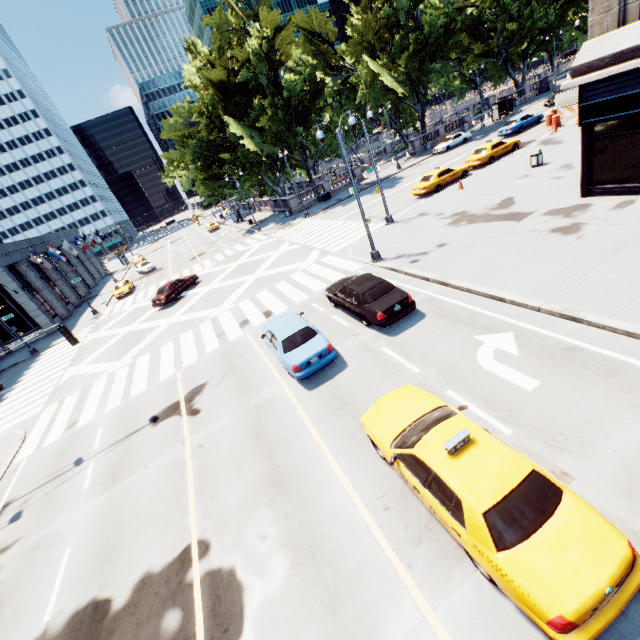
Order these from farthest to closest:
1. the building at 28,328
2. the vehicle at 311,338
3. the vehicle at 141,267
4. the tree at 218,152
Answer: the vehicle at 141,267, the tree at 218,152, the building at 28,328, the vehicle at 311,338

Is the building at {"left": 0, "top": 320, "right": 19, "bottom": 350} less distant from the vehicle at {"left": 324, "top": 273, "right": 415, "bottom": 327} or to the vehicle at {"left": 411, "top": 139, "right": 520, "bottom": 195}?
the vehicle at {"left": 324, "top": 273, "right": 415, "bottom": 327}

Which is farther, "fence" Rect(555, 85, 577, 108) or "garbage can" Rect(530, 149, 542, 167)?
"fence" Rect(555, 85, 577, 108)

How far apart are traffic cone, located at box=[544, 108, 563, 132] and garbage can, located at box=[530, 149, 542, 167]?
12.0 meters

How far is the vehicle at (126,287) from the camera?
37.59m

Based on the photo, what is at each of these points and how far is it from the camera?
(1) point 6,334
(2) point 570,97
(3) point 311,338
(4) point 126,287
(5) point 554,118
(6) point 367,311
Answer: (1) building, 34.4m
(2) fence, 31.6m
(3) vehicle, 11.9m
(4) vehicle, 38.2m
(5) traffic cone, 29.4m
(6) vehicle, 12.4m

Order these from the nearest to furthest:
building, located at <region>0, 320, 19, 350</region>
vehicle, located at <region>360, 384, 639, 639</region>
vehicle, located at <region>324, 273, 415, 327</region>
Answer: vehicle, located at <region>360, 384, 639, 639</region>, vehicle, located at <region>324, 273, 415, 327</region>, building, located at <region>0, 320, 19, 350</region>

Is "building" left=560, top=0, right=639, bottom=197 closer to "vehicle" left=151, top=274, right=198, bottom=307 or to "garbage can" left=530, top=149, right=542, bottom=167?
"garbage can" left=530, top=149, right=542, bottom=167
